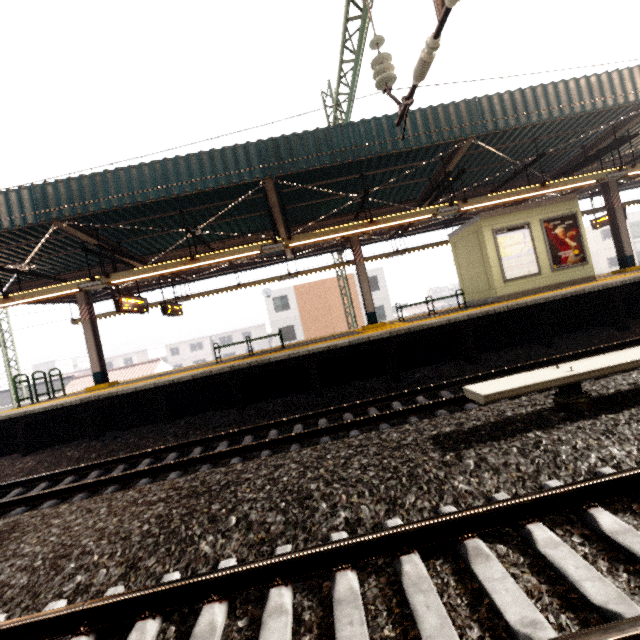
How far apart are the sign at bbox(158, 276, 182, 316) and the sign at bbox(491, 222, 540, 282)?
11.8m

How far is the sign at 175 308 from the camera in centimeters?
1211cm

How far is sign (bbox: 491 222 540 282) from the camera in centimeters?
1055cm

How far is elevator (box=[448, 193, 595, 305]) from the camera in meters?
10.6 m

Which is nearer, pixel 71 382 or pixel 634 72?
pixel 634 72

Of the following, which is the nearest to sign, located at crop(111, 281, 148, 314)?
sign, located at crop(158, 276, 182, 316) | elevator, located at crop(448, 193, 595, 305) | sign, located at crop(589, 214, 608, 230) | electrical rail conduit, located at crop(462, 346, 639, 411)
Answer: sign, located at crop(158, 276, 182, 316)

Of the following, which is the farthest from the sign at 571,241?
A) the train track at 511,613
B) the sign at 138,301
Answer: the sign at 138,301

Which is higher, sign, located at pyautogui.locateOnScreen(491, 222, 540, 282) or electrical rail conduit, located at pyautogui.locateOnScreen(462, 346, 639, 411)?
sign, located at pyautogui.locateOnScreen(491, 222, 540, 282)
